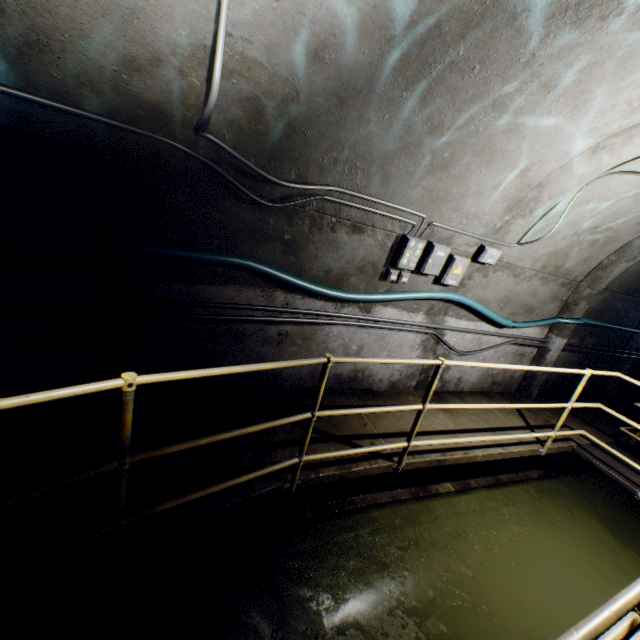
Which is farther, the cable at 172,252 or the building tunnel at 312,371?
the building tunnel at 312,371

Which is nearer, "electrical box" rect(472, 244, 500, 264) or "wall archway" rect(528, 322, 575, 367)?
"electrical box" rect(472, 244, 500, 264)

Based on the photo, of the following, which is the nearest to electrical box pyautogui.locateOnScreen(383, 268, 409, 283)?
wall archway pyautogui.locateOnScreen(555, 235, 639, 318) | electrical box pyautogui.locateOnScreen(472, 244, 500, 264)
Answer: electrical box pyautogui.locateOnScreen(472, 244, 500, 264)

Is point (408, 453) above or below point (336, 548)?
above

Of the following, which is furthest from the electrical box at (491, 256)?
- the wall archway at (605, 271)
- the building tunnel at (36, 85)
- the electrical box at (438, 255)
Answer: the wall archway at (605, 271)

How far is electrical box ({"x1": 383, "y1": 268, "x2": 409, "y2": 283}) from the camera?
4.0 meters

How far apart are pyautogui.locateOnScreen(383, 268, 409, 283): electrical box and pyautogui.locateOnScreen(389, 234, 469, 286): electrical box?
0.1m

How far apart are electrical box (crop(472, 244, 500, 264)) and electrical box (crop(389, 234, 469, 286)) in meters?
0.5 m
